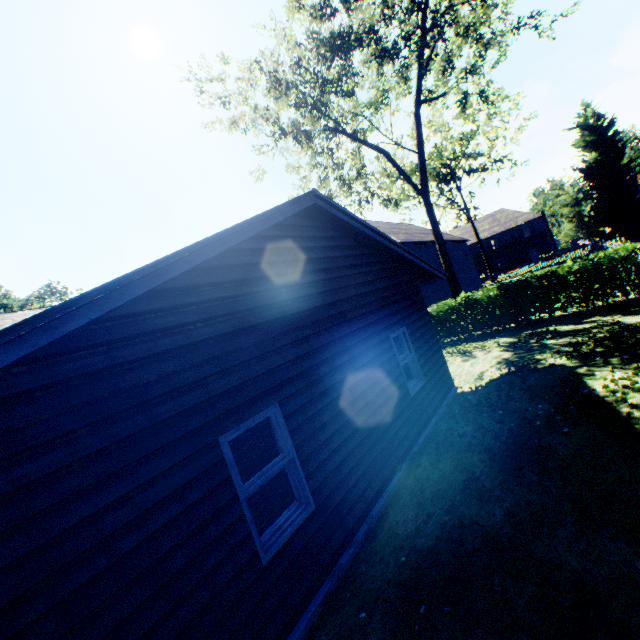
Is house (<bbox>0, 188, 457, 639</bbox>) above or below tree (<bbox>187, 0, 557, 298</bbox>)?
below

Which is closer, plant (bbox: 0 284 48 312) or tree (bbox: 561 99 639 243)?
tree (bbox: 561 99 639 243)

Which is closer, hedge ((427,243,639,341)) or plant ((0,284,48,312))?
hedge ((427,243,639,341))

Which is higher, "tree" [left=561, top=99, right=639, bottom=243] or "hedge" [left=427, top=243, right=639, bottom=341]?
"tree" [left=561, top=99, right=639, bottom=243]

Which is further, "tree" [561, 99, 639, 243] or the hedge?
"tree" [561, 99, 639, 243]

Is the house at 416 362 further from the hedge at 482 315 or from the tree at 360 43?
the hedge at 482 315

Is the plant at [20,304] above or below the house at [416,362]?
above

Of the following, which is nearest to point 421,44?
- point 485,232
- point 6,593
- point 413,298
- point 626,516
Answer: point 413,298
